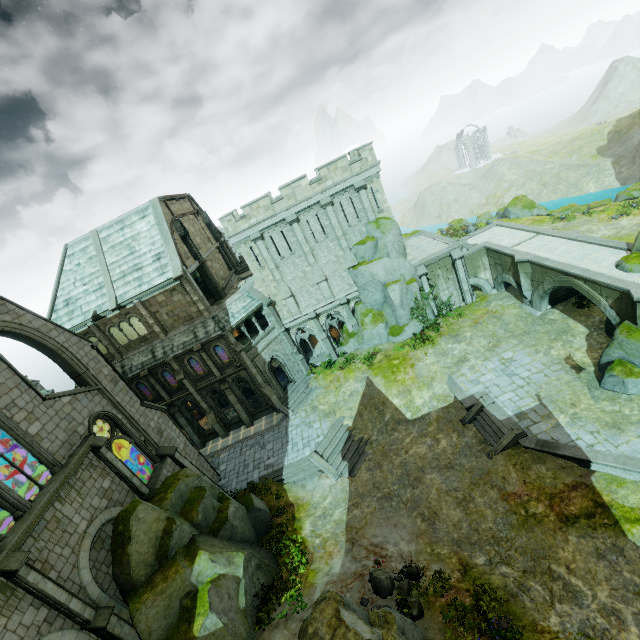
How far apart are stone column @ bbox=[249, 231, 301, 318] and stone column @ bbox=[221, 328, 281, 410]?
5.20m

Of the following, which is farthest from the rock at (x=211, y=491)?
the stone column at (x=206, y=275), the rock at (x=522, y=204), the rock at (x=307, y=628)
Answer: the rock at (x=522, y=204)

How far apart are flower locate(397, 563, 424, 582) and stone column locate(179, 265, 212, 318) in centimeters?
2098cm

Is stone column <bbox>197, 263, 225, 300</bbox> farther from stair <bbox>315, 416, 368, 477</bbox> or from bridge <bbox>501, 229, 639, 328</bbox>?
bridge <bbox>501, 229, 639, 328</bbox>

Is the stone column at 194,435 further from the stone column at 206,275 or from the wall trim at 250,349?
the stone column at 206,275

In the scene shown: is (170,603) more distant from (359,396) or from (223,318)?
(223,318)

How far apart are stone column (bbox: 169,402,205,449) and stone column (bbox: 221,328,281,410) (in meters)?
6.67

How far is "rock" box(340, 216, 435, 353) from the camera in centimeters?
2770cm
